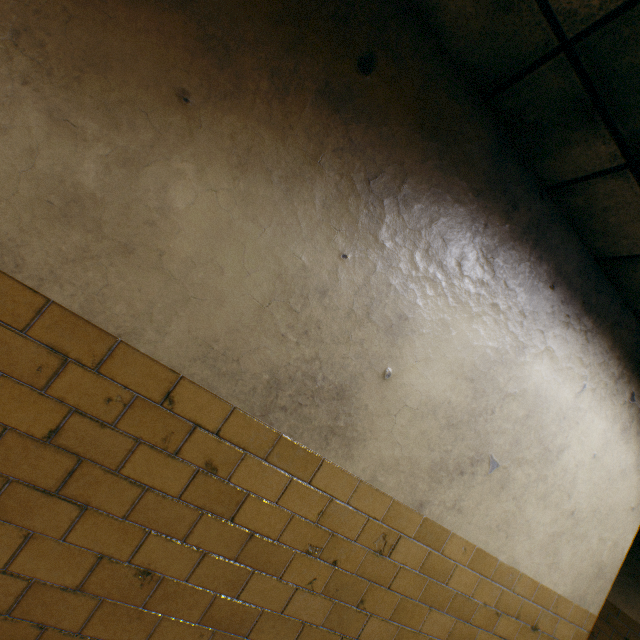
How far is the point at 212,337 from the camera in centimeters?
133cm
